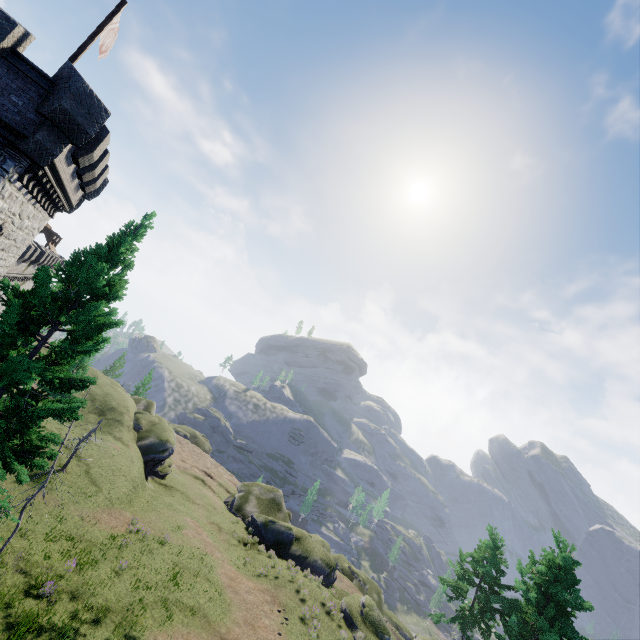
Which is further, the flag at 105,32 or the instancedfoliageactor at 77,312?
the flag at 105,32

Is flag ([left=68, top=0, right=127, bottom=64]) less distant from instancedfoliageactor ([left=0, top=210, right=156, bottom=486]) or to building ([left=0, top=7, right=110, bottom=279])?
building ([left=0, top=7, right=110, bottom=279])

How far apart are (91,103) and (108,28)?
4.39m

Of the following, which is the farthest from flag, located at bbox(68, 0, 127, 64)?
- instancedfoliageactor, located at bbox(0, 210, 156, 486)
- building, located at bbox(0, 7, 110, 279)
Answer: instancedfoliageactor, located at bbox(0, 210, 156, 486)

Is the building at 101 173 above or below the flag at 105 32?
below
